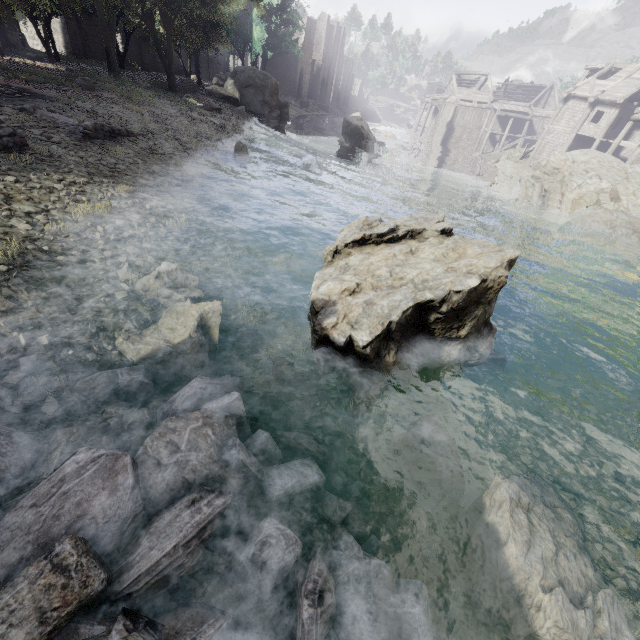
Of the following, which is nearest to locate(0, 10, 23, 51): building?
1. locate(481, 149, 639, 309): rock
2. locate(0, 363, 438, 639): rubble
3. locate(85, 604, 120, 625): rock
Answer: locate(481, 149, 639, 309): rock

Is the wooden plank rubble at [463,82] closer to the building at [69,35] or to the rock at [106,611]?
the building at [69,35]

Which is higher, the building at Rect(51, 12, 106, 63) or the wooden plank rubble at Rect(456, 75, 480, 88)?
the wooden plank rubble at Rect(456, 75, 480, 88)

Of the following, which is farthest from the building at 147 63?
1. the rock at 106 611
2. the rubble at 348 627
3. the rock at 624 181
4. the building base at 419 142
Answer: the rubble at 348 627

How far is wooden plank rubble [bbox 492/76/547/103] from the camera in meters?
46.0

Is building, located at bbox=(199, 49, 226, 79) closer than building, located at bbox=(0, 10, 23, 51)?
No

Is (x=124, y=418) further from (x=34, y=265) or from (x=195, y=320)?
(x=34, y=265)

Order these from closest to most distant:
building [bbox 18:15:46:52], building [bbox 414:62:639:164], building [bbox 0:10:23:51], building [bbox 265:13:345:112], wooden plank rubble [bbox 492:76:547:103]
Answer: building [bbox 0:10:23:51]
building [bbox 414:62:639:164]
building [bbox 18:15:46:52]
wooden plank rubble [bbox 492:76:547:103]
building [bbox 265:13:345:112]
